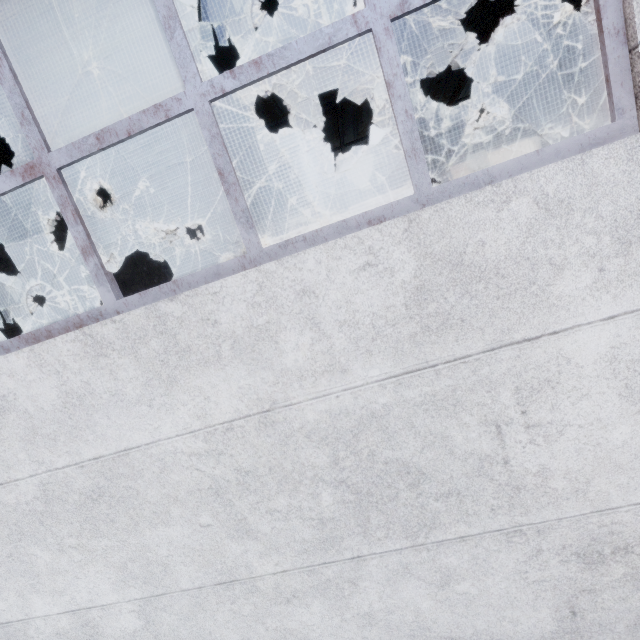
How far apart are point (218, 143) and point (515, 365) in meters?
2.3 m

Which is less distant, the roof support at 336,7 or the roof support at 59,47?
the roof support at 59,47

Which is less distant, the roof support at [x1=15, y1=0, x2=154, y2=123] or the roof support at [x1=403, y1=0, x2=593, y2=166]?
the roof support at [x1=15, y1=0, x2=154, y2=123]

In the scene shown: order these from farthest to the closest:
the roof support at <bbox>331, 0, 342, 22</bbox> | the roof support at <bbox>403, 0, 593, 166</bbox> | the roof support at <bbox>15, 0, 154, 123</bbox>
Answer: the roof support at <bbox>403, 0, 593, 166</bbox> < the roof support at <bbox>331, 0, 342, 22</bbox> < the roof support at <bbox>15, 0, 154, 123</bbox>
